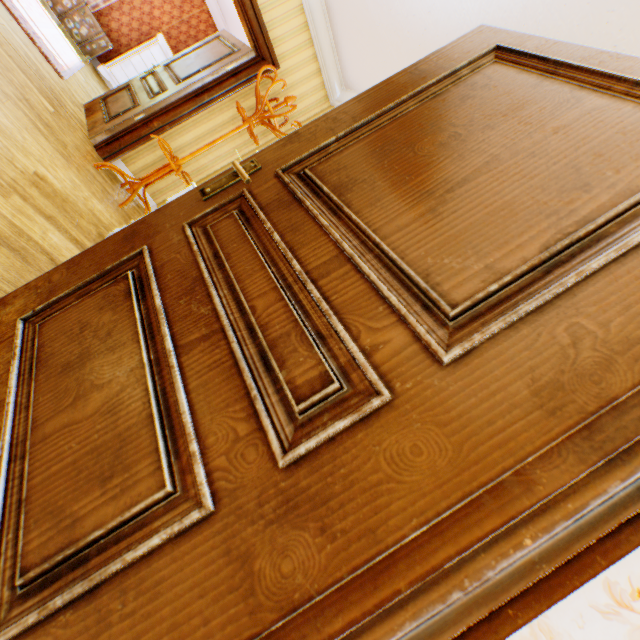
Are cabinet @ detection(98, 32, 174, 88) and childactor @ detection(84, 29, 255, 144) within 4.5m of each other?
yes

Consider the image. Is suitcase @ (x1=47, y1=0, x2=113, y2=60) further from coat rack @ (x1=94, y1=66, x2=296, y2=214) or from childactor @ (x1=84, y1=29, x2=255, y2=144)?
coat rack @ (x1=94, y1=66, x2=296, y2=214)

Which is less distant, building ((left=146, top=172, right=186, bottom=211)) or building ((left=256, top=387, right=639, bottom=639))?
building ((left=256, top=387, right=639, bottom=639))

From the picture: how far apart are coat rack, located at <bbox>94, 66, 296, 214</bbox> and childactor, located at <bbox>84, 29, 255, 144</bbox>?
0.5 meters

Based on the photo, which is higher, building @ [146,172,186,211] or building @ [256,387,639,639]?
building @ [256,387,639,639]

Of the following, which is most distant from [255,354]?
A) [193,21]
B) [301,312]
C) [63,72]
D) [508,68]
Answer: [193,21]

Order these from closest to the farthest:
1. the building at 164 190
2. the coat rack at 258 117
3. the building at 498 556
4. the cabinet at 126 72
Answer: the building at 498 556
the coat rack at 258 117
the building at 164 190
the cabinet at 126 72

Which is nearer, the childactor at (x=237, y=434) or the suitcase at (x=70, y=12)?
the childactor at (x=237, y=434)
